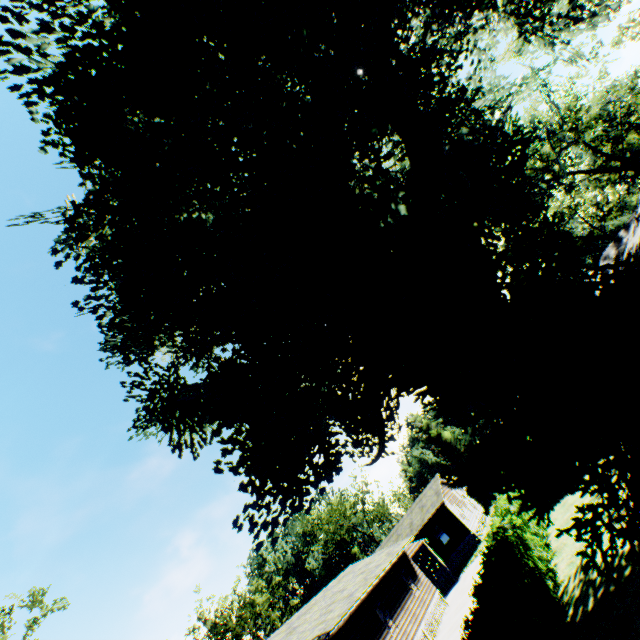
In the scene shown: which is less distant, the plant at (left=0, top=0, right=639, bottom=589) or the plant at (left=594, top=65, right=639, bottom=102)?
the plant at (left=0, top=0, right=639, bottom=589)

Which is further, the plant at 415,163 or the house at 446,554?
the house at 446,554

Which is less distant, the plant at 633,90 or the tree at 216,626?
the plant at 633,90

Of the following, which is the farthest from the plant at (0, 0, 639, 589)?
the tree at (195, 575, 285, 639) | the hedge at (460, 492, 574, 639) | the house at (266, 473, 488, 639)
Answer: the tree at (195, 575, 285, 639)

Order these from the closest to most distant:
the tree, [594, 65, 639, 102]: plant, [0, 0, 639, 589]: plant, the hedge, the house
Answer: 1. the hedge
2. [0, 0, 639, 589]: plant
3. the house
4. [594, 65, 639, 102]: plant
5. the tree

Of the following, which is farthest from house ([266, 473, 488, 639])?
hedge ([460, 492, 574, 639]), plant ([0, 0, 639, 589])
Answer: hedge ([460, 492, 574, 639])

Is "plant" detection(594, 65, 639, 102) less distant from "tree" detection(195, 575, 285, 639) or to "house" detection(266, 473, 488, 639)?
"house" detection(266, 473, 488, 639)

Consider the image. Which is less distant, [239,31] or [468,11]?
[239,31]
